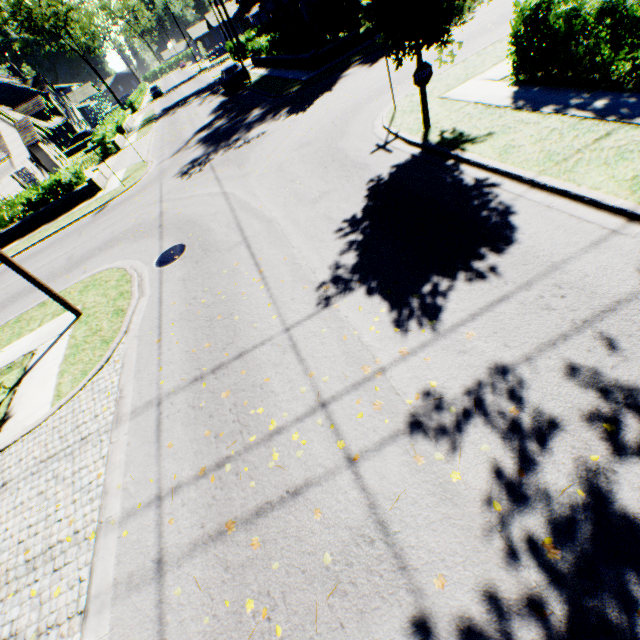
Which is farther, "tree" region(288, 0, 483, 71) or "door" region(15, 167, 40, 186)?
"door" region(15, 167, 40, 186)

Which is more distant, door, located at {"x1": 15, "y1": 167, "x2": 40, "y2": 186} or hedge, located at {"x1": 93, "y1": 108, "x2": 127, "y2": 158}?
door, located at {"x1": 15, "y1": 167, "x2": 40, "y2": 186}

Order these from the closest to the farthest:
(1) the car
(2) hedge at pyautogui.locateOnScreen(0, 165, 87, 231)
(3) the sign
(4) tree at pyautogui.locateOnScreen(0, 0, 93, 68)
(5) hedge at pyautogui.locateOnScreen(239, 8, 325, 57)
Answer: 1. (3) the sign
2. (2) hedge at pyautogui.locateOnScreen(0, 165, 87, 231)
3. (5) hedge at pyautogui.locateOnScreen(239, 8, 325, 57)
4. (1) the car
5. (4) tree at pyautogui.locateOnScreen(0, 0, 93, 68)

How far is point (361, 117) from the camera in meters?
11.9

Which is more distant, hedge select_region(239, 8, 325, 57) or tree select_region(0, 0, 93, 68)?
tree select_region(0, 0, 93, 68)

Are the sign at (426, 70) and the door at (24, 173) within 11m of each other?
no

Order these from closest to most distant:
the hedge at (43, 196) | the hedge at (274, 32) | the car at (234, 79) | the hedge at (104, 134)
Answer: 1. the hedge at (43, 196)
2. the hedge at (274, 32)
3. the car at (234, 79)
4. the hedge at (104, 134)

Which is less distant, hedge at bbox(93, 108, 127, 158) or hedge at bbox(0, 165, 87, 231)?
hedge at bbox(0, 165, 87, 231)
